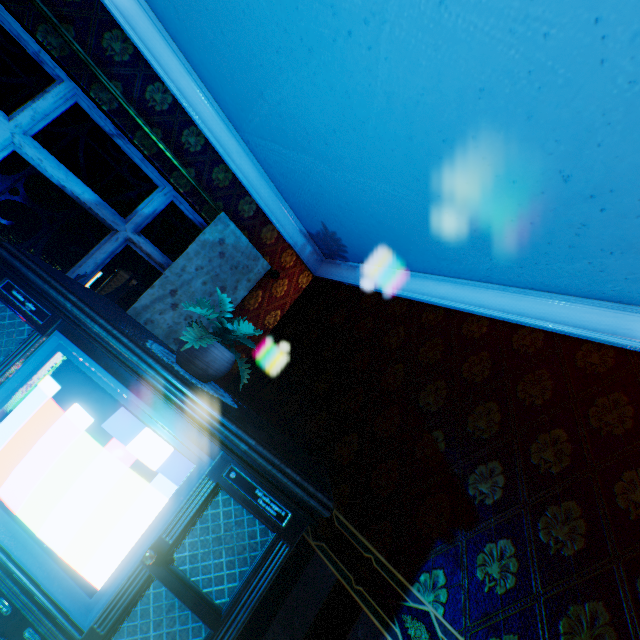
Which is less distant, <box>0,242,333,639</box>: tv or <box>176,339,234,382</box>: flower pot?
<box>0,242,333,639</box>: tv

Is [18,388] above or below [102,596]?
above

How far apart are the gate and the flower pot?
15.2m

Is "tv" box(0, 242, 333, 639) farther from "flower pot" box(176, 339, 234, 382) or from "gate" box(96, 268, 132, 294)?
"gate" box(96, 268, 132, 294)

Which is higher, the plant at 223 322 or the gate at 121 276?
the plant at 223 322

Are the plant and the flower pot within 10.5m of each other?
yes

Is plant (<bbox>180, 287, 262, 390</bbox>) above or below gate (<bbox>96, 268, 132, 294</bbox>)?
above

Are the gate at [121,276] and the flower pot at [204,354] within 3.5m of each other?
no
